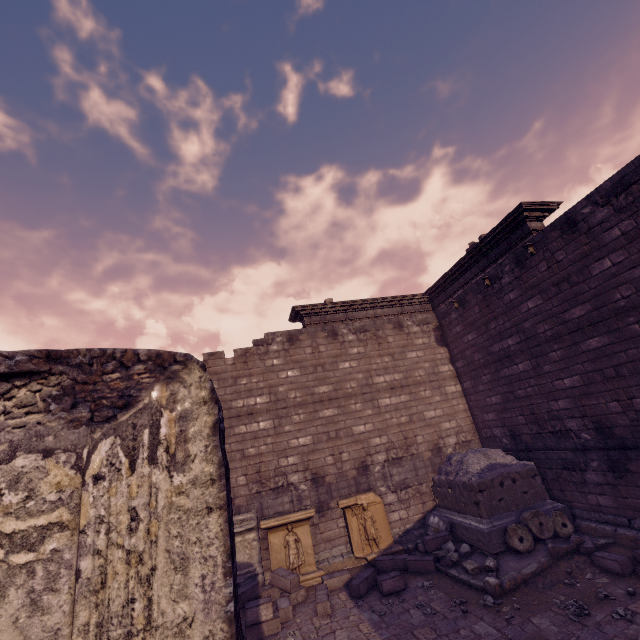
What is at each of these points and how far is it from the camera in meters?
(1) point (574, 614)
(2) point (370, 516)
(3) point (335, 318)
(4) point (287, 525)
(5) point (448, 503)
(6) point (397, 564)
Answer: (1) stone, 5.2
(2) relief sculpture, 9.2
(3) entablature, 12.2
(4) relief sculpture, 8.7
(5) building debris, 9.3
(6) stone blocks, 8.1

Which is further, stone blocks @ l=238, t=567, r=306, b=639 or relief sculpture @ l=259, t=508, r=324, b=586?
relief sculpture @ l=259, t=508, r=324, b=586

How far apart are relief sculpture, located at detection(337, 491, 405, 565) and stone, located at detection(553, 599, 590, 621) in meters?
4.0 m

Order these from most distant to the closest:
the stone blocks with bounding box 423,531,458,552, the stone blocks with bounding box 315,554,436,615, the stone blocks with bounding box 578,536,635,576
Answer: the stone blocks with bounding box 423,531,458,552, the stone blocks with bounding box 315,554,436,615, the stone blocks with bounding box 578,536,635,576

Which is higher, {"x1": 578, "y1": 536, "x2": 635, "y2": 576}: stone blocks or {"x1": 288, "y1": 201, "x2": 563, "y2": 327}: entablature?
{"x1": 288, "y1": 201, "x2": 563, "y2": 327}: entablature

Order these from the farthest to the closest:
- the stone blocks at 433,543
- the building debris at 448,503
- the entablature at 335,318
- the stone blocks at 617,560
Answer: the entablature at 335,318
the stone blocks at 433,543
the building debris at 448,503
the stone blocks at 617,560

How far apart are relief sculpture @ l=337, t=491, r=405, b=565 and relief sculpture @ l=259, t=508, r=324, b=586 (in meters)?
0.72

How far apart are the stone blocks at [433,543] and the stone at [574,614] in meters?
2.6 m
